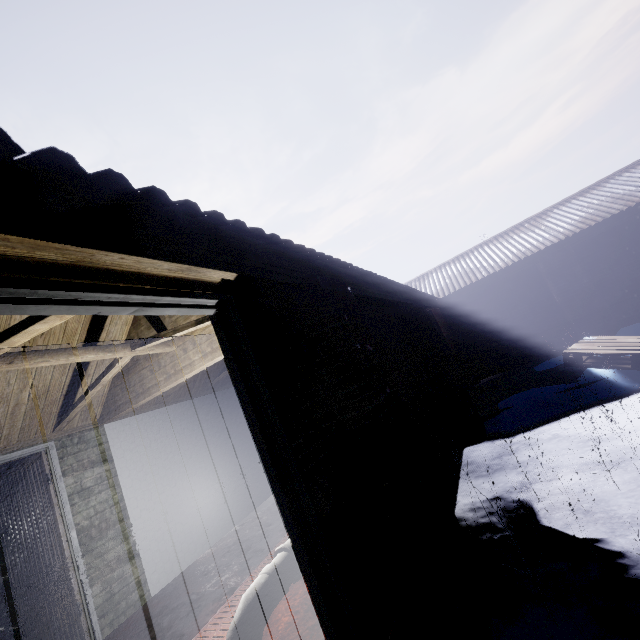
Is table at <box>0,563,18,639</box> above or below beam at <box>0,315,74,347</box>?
below

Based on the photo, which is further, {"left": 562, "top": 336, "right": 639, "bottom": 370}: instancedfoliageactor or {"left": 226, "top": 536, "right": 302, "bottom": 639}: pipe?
{"left": 562, "top": 336, "right": 639, "bottom": 370}: instancedfoliageactor

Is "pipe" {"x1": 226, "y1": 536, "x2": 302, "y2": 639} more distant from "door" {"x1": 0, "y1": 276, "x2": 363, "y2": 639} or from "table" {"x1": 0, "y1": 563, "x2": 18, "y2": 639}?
"table" {"x1": 0, "y1": 563, "x2": 18, "y2": 639}

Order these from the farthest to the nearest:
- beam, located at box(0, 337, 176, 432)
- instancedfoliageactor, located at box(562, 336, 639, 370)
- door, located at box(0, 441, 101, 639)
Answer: instancedfoliageactor, located at box(562, 336, 639, 370), door, located at box(0, 441, 101, 639), beam, located at box(0, 337, 176, 432)

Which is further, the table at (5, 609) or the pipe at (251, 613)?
the table at (5, 609)

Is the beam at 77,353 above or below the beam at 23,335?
above

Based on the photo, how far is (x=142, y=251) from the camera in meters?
1.0
